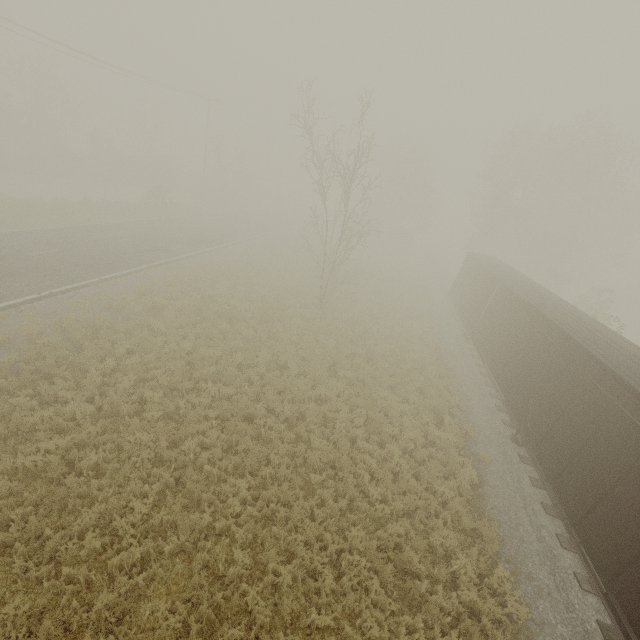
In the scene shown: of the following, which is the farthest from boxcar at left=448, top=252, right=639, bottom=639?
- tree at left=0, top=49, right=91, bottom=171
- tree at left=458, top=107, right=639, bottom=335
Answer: tree at left=0, top=49, right=91, bottom=171

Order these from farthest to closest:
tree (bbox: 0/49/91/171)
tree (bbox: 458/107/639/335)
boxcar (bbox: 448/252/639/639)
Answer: tree (bbox: 0/49/91/171) → tree (bbox: 458/107/639/335) → boxcar (bbox: 448/252/639/639)

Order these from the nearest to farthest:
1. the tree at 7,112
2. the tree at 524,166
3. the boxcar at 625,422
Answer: the boxcar at 625,422 → the tree at 524,166 → the tree at 7,112

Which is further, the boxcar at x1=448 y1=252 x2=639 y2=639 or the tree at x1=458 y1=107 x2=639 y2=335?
the tree at x1=458 y1=107 x2=639 y2=335

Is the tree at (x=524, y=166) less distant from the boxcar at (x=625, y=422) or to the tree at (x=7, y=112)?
the boxcar at (x=625, y=422)

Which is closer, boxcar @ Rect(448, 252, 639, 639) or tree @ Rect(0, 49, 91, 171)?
boxcar @ Rect(448, 252, 639, 639)

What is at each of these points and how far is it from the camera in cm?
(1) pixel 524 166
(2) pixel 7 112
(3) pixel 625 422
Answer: (1) tree, 3562
(2) tree, 3162
(3) boxcar, 779
